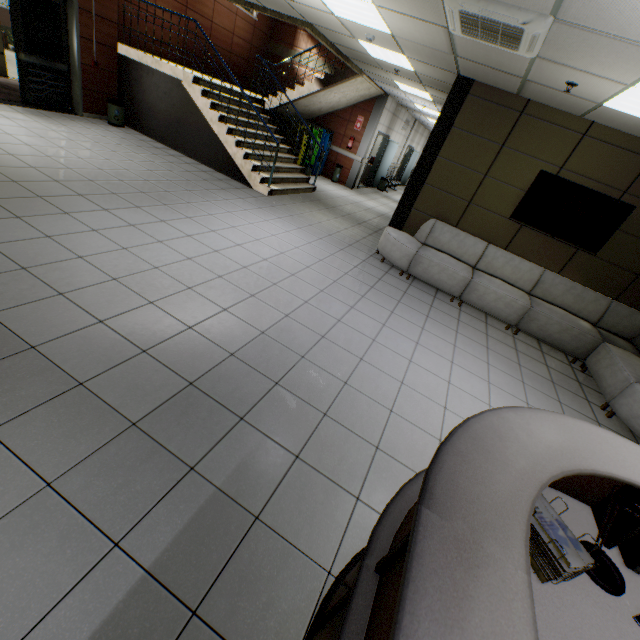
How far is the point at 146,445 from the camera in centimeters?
202cm

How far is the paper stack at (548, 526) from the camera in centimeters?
128cm

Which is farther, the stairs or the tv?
the stairs

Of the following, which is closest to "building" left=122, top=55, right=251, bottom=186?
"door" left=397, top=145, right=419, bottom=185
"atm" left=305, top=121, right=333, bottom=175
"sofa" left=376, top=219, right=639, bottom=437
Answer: "sofa" left=376, top=219, right=639, bottom=437

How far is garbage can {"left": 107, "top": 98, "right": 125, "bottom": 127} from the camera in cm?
799

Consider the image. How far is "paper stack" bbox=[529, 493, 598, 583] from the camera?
1.3 meters

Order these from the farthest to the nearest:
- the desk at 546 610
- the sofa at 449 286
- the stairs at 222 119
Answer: the stairs at 222 119 → the sofa at 449 286 → the desk at 546 610

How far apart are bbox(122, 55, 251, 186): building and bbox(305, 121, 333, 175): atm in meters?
4.9
